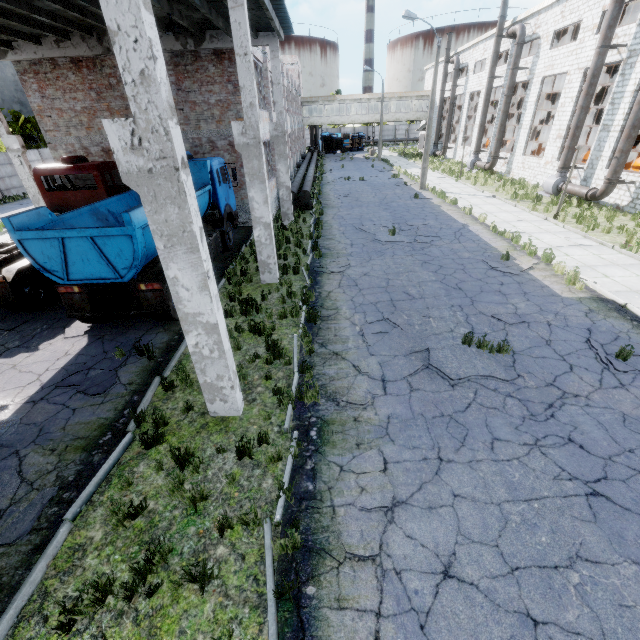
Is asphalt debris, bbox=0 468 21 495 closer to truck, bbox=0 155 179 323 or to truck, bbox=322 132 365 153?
truck, bbox=0 155 179 323

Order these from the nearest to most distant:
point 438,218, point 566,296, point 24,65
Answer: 1. point 566,296
2. point 24,65
3. point 438,218

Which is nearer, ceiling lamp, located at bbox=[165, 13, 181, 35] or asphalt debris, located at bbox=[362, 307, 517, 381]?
asphalt debris, located at bbox=[362, 307, 517, 381]

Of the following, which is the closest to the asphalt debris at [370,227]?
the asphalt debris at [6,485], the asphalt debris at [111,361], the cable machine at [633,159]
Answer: the asphalt debris at [111,361]

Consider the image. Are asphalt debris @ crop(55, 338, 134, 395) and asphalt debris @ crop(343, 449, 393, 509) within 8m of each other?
yes

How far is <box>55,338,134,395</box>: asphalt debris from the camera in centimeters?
690cm

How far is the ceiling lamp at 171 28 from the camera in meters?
10.4

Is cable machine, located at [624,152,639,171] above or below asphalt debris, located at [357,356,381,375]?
above
